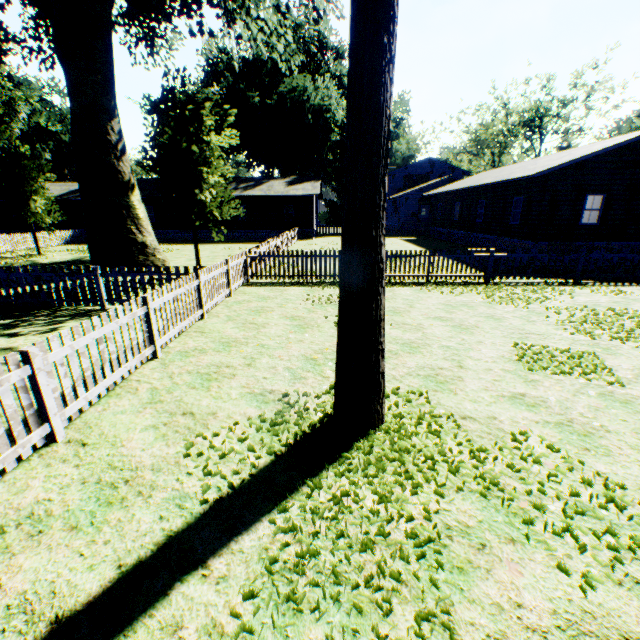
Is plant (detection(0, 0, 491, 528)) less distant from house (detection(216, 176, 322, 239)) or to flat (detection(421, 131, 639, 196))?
house (detection(216, 176, 322, 239))

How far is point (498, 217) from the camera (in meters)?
21.89

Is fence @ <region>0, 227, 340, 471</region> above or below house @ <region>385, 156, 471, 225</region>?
below

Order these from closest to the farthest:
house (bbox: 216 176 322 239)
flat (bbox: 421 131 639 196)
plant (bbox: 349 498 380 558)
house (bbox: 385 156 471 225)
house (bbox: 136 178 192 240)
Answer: plant (bbox: 349 498 380 558), flat (bbox: 421 131 639 196), house (bbox: 216 176 322 239), house (bbox: 136 178 192 240), house (bbox: 385 156 471 225)

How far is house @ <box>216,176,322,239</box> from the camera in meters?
33.0

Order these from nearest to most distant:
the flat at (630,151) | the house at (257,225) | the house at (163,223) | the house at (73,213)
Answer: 1. the flat at (630,151)
2. the house at (257,225)
3. the house at (163,223)
4. the house at (73,213)

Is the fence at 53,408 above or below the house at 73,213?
below

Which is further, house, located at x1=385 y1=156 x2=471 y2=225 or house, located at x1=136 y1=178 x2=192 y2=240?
house, located at x1=385 y1=156 x2=471 y2=225
